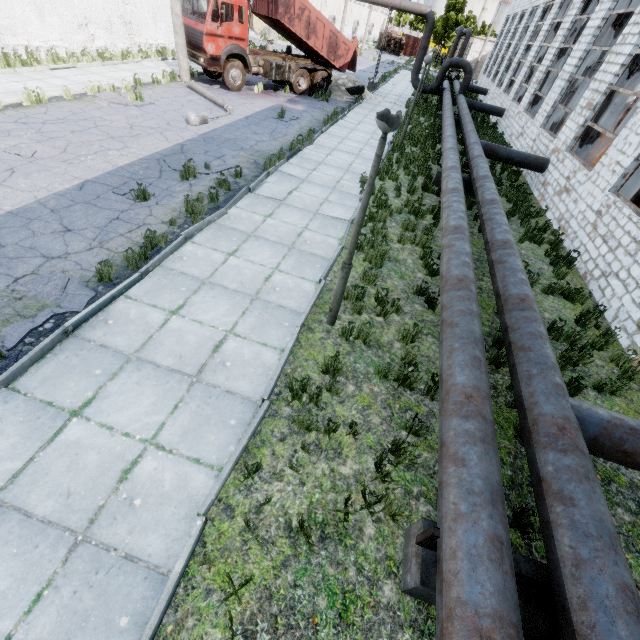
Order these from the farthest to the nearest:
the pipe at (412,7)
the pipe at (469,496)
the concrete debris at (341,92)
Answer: the pipe at (412,7)
the concrete debris at (341,92)
the pipe at (469,496)

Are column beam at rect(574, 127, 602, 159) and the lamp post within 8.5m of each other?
no

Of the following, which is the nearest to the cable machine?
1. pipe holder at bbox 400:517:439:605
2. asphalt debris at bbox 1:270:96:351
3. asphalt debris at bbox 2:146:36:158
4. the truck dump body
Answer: the truck dump body

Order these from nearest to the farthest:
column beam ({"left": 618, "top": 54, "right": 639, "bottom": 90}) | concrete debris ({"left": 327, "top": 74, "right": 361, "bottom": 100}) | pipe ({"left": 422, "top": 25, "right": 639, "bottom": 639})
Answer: pipe ({"left": 422, "top": 25, "right": 639, "bottom": 639}) < column beam ({"left": 618, "top": 54, "right": 639, "bottom": 90}) < concrete debris ({"left": 327, "top": 74, "right": 361, "bottom": 100})

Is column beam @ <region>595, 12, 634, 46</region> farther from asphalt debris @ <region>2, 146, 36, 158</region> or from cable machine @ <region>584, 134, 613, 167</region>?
asphalt debris @ <region>2, 146, 36, 158</region>

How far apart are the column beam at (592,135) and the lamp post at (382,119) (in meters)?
13.41

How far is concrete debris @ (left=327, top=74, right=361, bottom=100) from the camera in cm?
2109

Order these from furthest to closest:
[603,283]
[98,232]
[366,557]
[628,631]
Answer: [603,283], [98,232], [366,557], [628,631]
